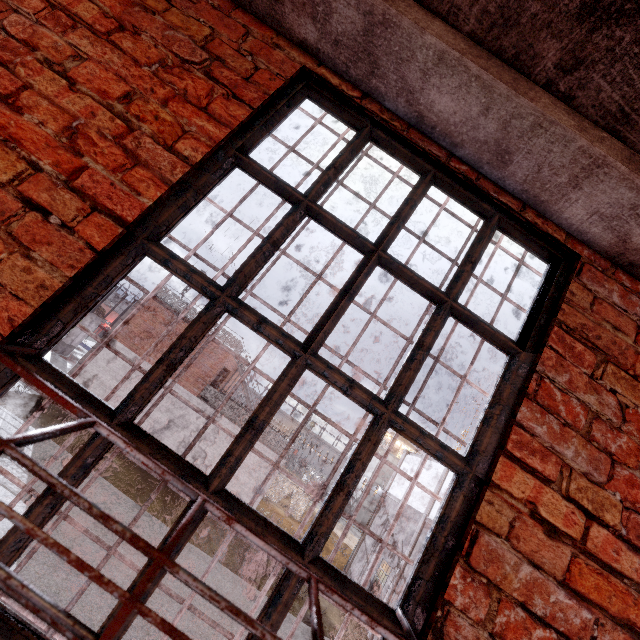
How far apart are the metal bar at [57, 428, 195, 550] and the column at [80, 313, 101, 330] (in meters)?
31.82

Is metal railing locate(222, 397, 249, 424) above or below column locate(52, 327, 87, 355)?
above

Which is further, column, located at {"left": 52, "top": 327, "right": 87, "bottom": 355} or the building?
the building

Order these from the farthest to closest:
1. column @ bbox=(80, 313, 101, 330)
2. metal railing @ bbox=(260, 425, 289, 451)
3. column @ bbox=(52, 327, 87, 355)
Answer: column @ bbox=(80, 313, 101, 330), column @ bbox=(52, 327, 87, 355), metal railing @ bbox=(260, 425, 289, 451)

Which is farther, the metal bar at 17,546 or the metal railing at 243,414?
the metal railing at 243,414

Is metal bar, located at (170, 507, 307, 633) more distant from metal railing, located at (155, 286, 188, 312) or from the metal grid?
metal railing, located at (155, 286, 188, 312)

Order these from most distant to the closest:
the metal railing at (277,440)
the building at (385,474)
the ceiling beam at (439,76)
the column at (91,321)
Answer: the building at (385,474), the column at (91,321), the metal railing at (277,440), the ceiling beam at (439,76)

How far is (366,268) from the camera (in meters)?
1.15
